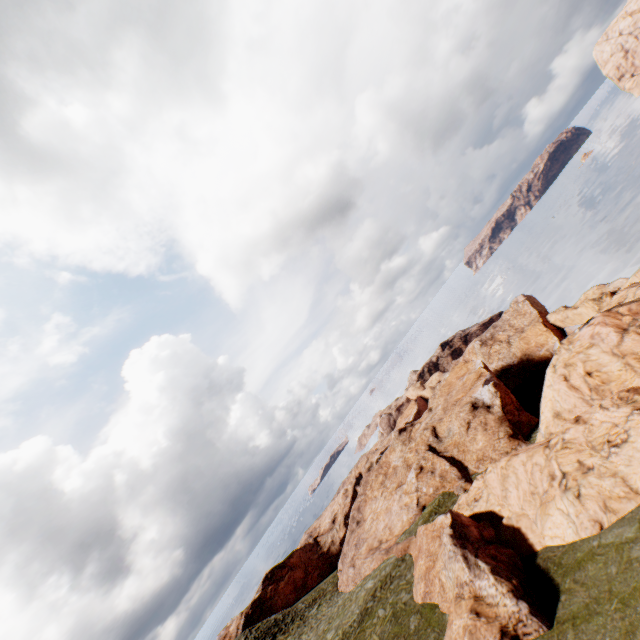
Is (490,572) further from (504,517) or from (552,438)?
(552,438)
